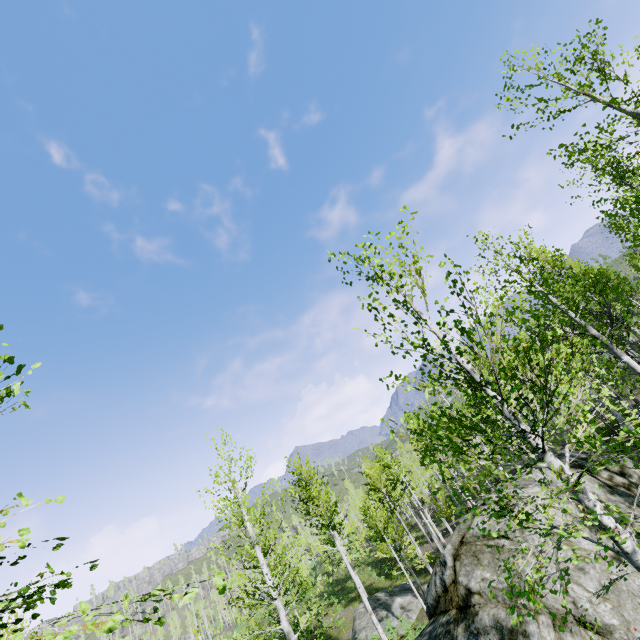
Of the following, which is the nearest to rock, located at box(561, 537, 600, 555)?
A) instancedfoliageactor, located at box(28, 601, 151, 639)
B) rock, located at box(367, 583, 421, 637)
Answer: instancedfoliageactor, located at box(28, 601, 151, 639)

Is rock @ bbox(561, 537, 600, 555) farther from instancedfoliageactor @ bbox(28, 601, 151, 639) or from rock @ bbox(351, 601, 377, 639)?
rock @ bbox(351, 601, 377, 639)

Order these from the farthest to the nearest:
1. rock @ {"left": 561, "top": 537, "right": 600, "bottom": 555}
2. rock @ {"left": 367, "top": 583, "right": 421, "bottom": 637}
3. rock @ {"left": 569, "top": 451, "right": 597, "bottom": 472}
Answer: rock @ {"left": 367, "top": 583, "right": 421, "bottom": 637} → rock @ {"left": 569, "top": 451, "right": 597, "bottom": 472} → rock @ {"left": 561, "top": 537, "right": 600, "bottom": 555}

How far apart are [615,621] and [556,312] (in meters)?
7.35

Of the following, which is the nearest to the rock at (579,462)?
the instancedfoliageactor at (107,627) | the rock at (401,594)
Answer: the instancedfoliageactor at (107,627)

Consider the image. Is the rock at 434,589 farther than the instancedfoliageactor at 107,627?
Yes
